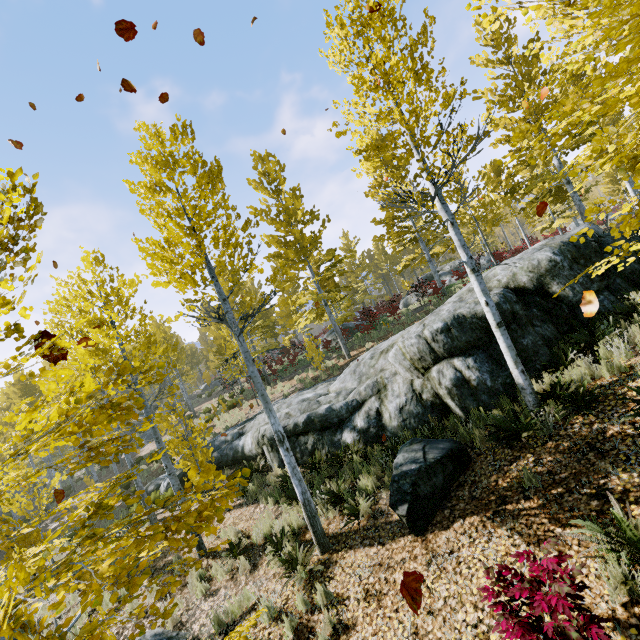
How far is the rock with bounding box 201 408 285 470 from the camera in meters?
10.5

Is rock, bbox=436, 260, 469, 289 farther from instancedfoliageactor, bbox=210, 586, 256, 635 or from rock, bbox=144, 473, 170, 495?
rock, bbox=144, 473, 170, 495

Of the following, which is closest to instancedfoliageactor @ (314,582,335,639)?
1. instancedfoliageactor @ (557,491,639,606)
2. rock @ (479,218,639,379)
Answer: rock @ (479,218,639,379)

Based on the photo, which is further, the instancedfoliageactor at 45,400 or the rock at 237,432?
the rock at 237,432

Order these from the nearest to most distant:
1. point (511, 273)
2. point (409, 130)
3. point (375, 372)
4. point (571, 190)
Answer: point (409, 130) < point (511, 273) < point (375, 372) < point (571, 190)

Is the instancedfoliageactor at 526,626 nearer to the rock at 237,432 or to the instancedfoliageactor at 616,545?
the rock at 237,432

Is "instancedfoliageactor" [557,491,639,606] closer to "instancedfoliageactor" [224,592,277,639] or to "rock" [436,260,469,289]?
"instancedfoliageactor" [224,592,277,639]

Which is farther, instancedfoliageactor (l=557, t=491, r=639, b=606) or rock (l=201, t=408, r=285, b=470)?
rock (l=201, t=408, r=285, b=470)
